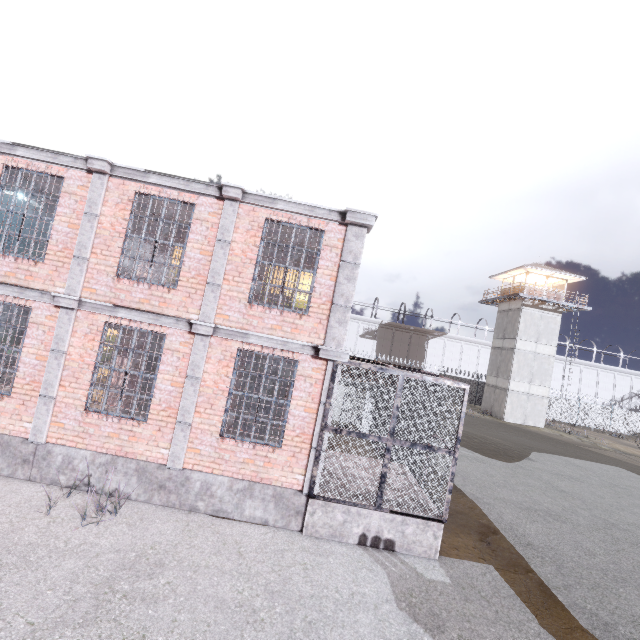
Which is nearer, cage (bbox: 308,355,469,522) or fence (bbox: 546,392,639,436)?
cage (bbox: 308,355,469,522)

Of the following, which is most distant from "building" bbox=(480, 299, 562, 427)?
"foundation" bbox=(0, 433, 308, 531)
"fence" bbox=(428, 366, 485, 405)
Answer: "foundation" bbox=(0, 433, 308, 531)

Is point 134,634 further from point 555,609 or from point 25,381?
point 555,609

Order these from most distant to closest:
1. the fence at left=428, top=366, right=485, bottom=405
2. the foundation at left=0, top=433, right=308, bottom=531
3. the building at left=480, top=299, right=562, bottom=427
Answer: the fence at left=428, top=366, right=485, bottom=405 → the building at left=480, top=299, right=562, bottom=427 → the foundation at left=0, top=433, right=308, bottom=531

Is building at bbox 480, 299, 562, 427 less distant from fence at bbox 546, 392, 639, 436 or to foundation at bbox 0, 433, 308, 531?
fence at bbox 546, 392, 639, 436

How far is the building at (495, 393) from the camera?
30.70m

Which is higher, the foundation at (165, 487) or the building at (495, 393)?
the building at (495, 393)

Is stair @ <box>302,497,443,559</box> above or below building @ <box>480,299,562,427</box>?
below
